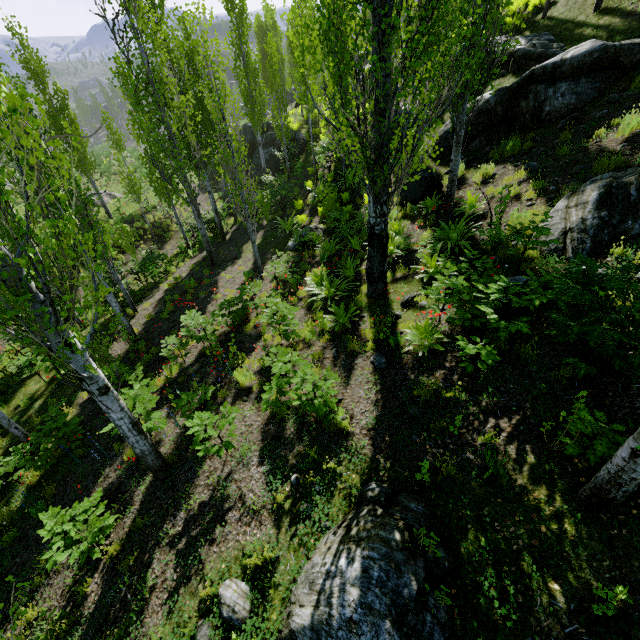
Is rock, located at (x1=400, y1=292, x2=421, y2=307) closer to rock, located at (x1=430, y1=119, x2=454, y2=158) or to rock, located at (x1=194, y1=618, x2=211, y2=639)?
rock, located at (x1=194, y1=618, x2=211, y2=639)

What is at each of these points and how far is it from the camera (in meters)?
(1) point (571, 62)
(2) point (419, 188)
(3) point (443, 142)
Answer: (1) rock, 9.38
(2) rock, 11.38
(3) rock, 12.73

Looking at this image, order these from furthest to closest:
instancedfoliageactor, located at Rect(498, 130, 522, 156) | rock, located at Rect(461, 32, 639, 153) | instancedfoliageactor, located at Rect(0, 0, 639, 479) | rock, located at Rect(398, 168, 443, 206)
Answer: rock, located at Rect(398, 168, 443, 206)
instancedfoliageactor, located at Rect(498, 130, 522, 156)
rock, located at Rect(461, 32, 639, 153)
instancedfoliageactor, located at Rect(0, 0, 639, 479)

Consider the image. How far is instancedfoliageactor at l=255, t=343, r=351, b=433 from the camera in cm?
542

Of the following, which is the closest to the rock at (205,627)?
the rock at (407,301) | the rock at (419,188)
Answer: the rock at (407,301)

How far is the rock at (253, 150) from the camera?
26.2 meters

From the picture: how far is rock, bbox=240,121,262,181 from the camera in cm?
2617

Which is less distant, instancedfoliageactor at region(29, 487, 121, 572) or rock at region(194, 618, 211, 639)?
rock at region(194, 618, 211, 639)
